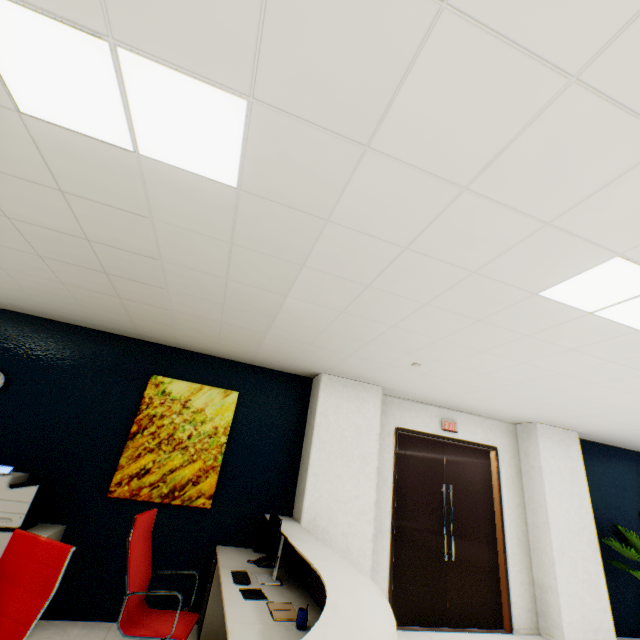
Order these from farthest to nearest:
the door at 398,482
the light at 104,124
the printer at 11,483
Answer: the door at 398,482 < the printer at 11,483 < the light at 104,124

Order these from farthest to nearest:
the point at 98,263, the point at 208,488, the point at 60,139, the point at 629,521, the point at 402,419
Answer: the point at 629,521
the point at 402,419
the point at 208,488
the point at 98,263
the point at 60,139

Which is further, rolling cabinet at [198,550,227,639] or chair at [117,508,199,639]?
rolling cabinet at [198,550,227,639]

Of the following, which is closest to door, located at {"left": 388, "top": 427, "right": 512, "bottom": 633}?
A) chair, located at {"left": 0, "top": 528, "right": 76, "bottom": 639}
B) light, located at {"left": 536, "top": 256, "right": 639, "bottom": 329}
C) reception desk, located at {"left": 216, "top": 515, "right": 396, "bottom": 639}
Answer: reception desk, located at {"left": 216, "top": 515, "right": 396, "bottom": 639}

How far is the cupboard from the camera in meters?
3.1 m

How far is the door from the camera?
4.47m

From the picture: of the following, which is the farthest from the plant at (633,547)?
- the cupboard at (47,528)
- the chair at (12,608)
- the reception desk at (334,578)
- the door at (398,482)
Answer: the cupboard at (47,528)

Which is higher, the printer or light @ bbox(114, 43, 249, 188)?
light @ bbox(114, 43, 249, 188)
